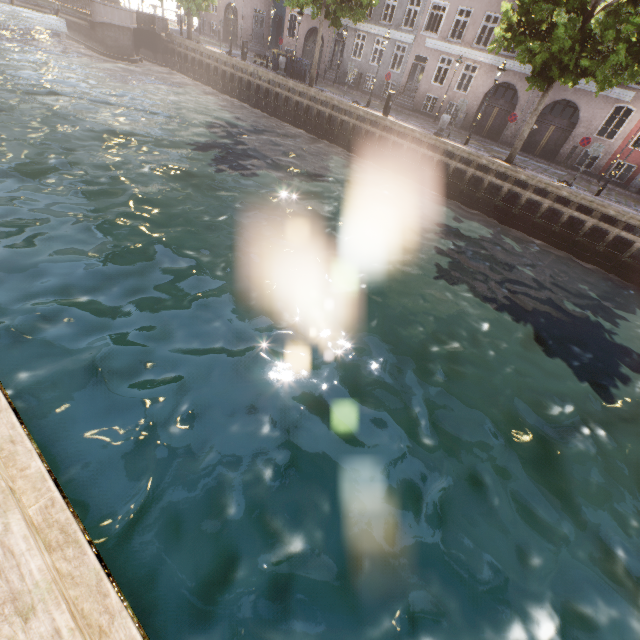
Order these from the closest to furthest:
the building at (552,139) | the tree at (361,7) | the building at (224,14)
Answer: the tree at (361,7)
the building at (552,139)
the building at (224,14)

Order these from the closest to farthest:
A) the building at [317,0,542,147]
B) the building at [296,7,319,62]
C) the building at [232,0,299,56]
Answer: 1. the building at [317,0,542,147]
2. the building at [296,7,319,62]
3. the building at [232,0,299,56]

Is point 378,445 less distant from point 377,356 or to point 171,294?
point 377,356

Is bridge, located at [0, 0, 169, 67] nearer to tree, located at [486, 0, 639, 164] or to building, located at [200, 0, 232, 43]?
tree, located at [486, 0, 639, 164]

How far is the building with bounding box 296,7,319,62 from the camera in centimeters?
2881cm

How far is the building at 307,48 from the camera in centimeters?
2881cm

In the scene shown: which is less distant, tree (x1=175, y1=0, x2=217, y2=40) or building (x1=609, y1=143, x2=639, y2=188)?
building (x1=609, y1=143, x2=639, y2=188)
